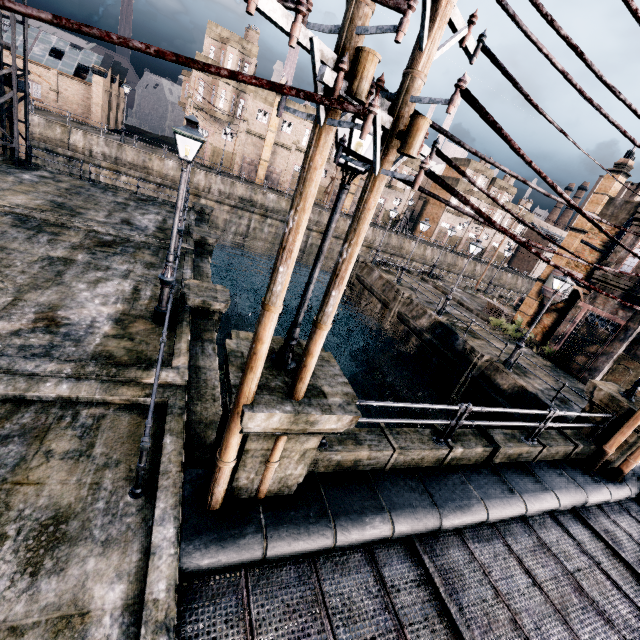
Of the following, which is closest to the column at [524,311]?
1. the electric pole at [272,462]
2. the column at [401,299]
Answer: the column at [401,299]

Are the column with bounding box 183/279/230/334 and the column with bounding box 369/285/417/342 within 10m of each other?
no

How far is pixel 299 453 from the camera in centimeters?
566cm

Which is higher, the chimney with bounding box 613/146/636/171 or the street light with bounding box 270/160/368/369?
the chimney with bounding box 613/146/636/171

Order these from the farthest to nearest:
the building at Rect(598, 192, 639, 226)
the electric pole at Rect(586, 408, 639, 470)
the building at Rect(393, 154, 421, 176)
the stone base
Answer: the building at Rect(393, 154, 421, 176)
the building at Rect(598, 192, 639, 226)
the electric pole at Rect(586, 408, 639, 470)
the stone base

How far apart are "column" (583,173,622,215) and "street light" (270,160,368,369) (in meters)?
29.33

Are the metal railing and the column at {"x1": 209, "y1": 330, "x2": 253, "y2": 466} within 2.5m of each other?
yes

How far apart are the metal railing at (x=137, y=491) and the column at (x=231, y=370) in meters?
1.3 m
